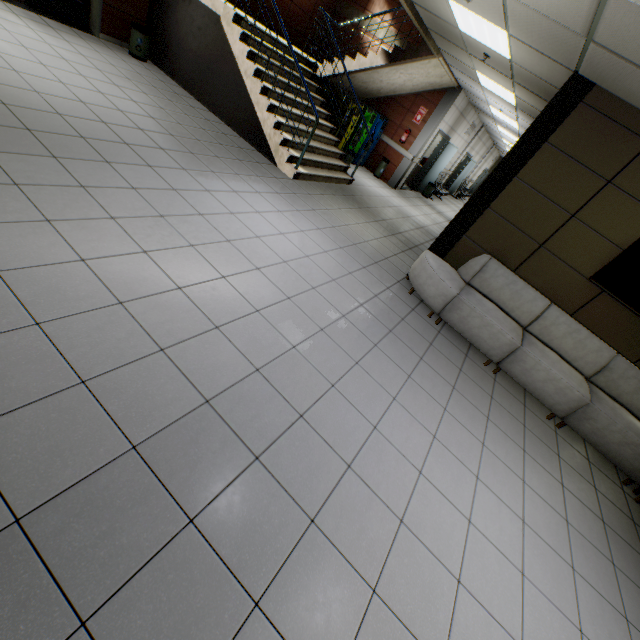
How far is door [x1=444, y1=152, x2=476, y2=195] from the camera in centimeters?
1689cm

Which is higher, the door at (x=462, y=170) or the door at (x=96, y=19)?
the door at (x=462, y=170)

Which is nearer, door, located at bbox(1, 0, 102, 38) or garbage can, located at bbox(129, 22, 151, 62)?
door, located at bbox(1, 0, 102, 38)

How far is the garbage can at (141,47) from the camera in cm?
666

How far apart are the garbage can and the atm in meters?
5.8 m

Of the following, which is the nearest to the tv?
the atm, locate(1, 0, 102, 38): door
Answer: the atm

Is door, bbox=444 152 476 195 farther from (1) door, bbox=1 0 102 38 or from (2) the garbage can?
(1) door, bbox=1 0 102 38

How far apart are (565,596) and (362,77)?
10.77m
